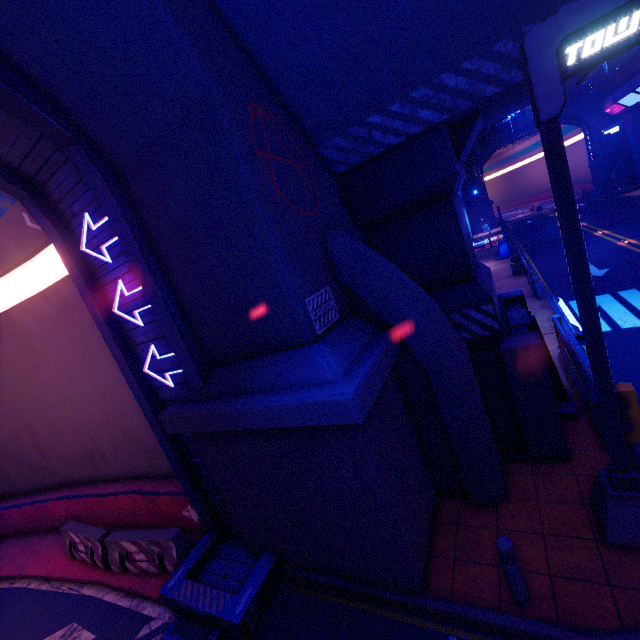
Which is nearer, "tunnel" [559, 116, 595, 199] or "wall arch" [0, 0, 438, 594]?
"wall arch" [0, 0, 438, 594]

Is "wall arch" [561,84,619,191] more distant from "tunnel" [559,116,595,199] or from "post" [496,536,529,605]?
"post" [496,536,529,605]

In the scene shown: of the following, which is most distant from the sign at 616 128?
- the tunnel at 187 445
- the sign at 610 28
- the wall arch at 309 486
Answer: the tunnel at 187 445

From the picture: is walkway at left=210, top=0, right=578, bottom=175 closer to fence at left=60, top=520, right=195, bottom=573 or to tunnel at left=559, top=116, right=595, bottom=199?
tunnel at left=559, top=116, right=595, bottom=199

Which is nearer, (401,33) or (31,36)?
(31,36)

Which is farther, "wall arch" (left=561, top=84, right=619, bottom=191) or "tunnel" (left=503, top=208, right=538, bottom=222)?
"tunnel" (left=503, top=208, right=538, bottom=222)

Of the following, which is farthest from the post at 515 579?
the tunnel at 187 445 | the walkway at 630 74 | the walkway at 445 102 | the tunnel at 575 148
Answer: the tunnel at 575 148

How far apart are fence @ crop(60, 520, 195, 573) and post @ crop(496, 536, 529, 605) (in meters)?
6.95
